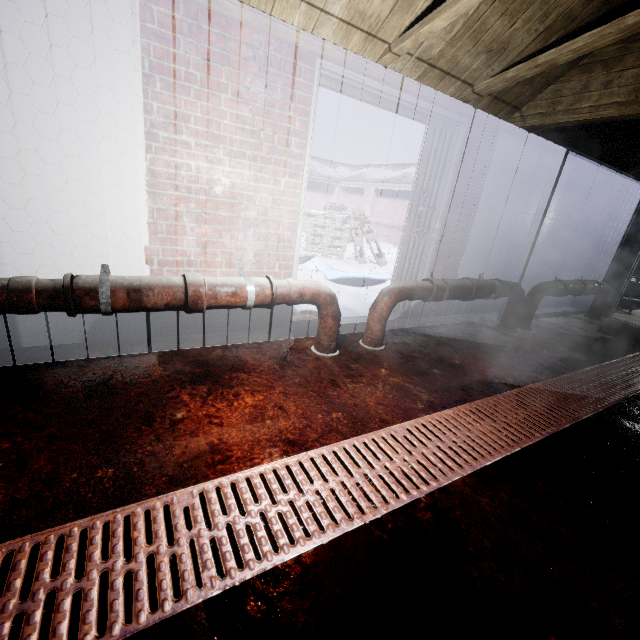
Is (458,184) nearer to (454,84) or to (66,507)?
(454,84)

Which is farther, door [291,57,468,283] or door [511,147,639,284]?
door [511,147,639,284]

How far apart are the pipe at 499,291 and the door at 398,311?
0.37m

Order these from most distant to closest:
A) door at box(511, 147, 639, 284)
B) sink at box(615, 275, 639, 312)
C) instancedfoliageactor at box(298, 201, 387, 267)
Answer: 1. instancedfoliageactor at box(298, 201, 387, 267)
2. sink at box(615, 275, 639, 312)
3. door at box(511, 147, 639, 284)

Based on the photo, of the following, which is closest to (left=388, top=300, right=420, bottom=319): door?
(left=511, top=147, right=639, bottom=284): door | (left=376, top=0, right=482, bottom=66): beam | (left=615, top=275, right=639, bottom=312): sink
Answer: (left=376, top=0, right=482, bottom=66): beam

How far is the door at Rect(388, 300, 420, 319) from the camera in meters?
3.5 m

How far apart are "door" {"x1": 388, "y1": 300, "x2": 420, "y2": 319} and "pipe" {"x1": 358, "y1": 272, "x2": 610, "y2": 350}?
0.4 meters

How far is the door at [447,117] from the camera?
2.3 meters
